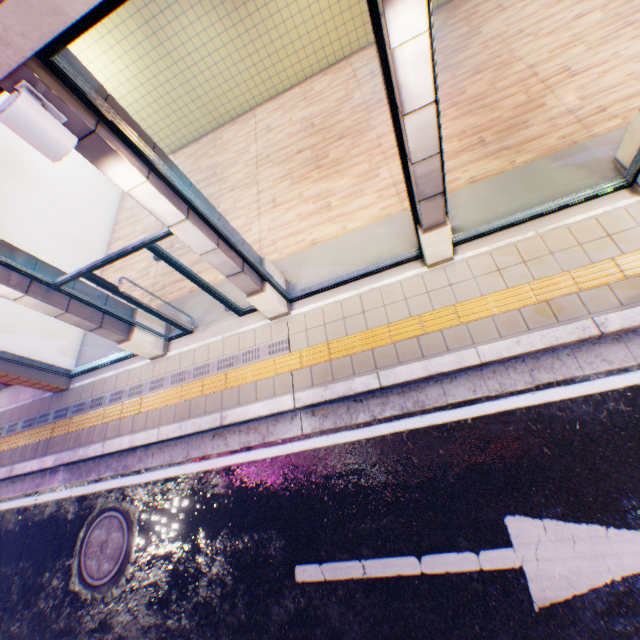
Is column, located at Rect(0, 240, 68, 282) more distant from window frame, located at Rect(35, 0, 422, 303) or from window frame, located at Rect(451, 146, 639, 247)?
window frame, located at Rect(451, 146, 639, 247)

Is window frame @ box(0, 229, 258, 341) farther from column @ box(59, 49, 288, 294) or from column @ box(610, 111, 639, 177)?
column @ box(610, 111, 639, 177)

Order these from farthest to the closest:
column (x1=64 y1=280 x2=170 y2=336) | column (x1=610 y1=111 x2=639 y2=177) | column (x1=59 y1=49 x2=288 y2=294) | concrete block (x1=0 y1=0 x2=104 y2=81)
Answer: column (x1=64 y1=280 x2=170 y2=336), column (x1=610 y1=111 x2=639 y2=177), column (x1=59 y1=49 x2=288 y2=294), concrete block (x1=0 y1=0 x2=104 y2=81)

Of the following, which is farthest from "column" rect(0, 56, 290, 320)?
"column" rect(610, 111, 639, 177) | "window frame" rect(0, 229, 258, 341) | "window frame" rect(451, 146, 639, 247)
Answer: "column" rect(610, 111, 639, 177)

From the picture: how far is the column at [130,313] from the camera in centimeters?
535cm

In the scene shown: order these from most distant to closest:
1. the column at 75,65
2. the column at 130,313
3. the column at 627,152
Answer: the column at 130,313 < the column at 627,152 < the column at 75,65

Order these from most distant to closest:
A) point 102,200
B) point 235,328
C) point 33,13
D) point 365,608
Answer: point 102,200 → point 235,328 → point 365,608 → point 33,13

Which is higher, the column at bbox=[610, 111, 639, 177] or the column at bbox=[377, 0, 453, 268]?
the column at bbox=[377, 0, 453, 268]
